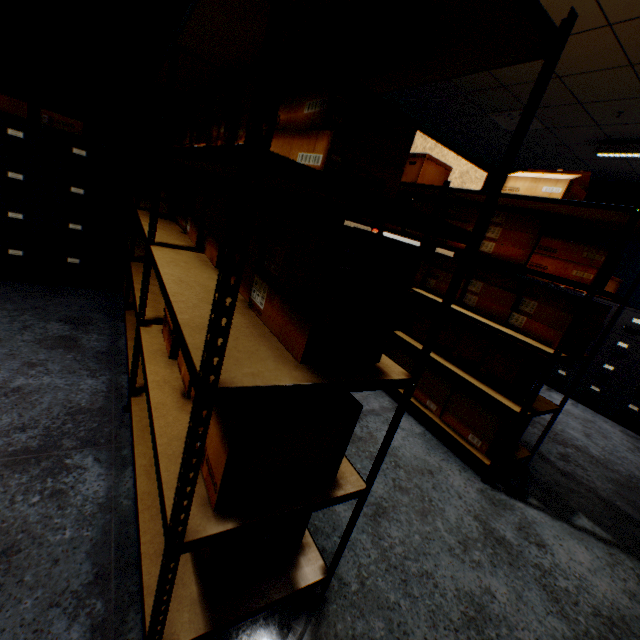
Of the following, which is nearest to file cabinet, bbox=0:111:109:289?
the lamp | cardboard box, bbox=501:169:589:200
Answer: cardboard box, bbox=501:169:589:200

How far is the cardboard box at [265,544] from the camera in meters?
1.0 m

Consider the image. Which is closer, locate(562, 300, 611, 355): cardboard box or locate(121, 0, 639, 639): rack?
locate(121, 0, 639, 639): rack

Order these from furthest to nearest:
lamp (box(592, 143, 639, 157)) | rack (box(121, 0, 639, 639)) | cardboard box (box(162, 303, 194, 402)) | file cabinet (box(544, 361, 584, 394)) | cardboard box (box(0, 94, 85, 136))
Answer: file cabinet (box(544, 361, 584, 394)) < lamp (box(592, 143, 639, 157)) < cardboard box (box(0, 94, 85, 136)) < cardboard box (box(162, 303, 194, 402)) < rack (box(121, 0, 639, 639))

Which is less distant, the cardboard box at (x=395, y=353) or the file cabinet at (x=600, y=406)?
the cardboard box at (x=395, y=353)

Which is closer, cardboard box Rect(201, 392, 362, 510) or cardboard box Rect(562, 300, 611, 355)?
cardboard box Rect(201, 392, 362, 510)

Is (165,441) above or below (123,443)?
above

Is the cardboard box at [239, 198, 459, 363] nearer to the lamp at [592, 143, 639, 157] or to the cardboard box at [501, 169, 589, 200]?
the cardboard box at [501, 169, 589, 200]
